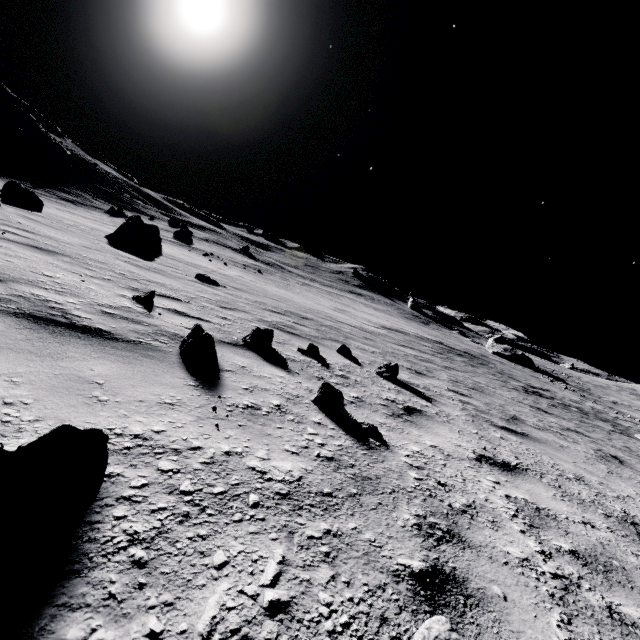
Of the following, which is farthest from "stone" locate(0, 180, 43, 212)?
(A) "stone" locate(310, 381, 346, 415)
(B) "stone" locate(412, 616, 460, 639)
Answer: (B) "stone" locate(412, 616, 460, 639)

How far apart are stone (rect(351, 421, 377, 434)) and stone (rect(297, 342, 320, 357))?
2.2m

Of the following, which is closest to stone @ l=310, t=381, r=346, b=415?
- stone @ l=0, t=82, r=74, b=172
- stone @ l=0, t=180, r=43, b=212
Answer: stone @ l=0, t=180, r=43, b=212

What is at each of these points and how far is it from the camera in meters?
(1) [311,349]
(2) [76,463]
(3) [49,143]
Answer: (1) stone, 4.9 m
(2) stone, 1.1 m
(3) stone, 47.7 m

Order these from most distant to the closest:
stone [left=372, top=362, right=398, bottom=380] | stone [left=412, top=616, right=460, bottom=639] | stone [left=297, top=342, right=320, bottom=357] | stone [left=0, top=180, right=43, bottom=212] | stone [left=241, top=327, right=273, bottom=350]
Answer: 1. stone [left=0, top=180, right=43, bottom=212]
2. stone [left=372, top=362, right=398, bottom=380]
3. stone [left=297, top=342, right=320, bottom=357]
4. stone [left=241, top=327, right=273, bottom=350]
5. stone [left=412, top=616, right=460, bottom=639]

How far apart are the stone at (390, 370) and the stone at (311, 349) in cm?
107

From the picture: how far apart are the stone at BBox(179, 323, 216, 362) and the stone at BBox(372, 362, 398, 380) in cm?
310

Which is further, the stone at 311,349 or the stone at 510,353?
the stone at 510,353
